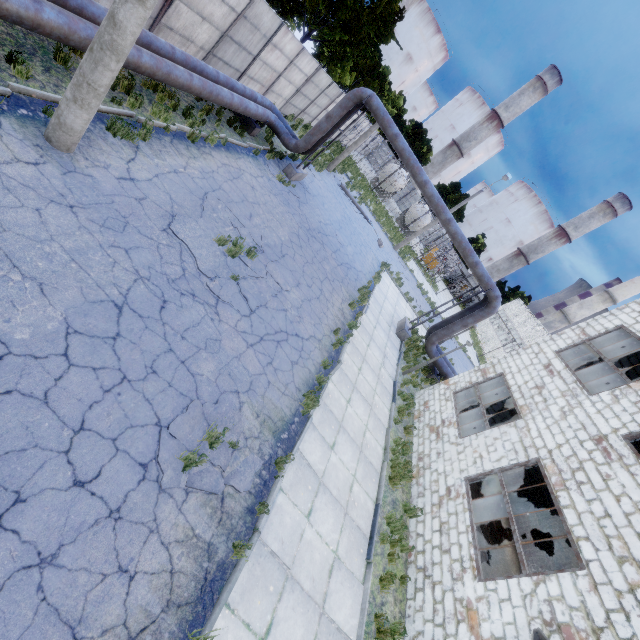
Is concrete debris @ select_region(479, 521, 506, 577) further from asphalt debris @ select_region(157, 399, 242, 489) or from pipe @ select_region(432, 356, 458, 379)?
asphalt debris @ select_region(157, 399, 242, 489)

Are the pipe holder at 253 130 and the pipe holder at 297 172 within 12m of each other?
yes

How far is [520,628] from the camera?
6.0m

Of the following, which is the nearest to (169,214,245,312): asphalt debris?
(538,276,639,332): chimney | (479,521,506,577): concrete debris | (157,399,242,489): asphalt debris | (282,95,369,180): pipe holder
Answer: (157,399,242,489): asphalt debris

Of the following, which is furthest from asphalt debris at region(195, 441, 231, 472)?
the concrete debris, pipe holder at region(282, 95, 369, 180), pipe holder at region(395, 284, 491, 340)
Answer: pipe holder at region(282, 95, 369, 180)

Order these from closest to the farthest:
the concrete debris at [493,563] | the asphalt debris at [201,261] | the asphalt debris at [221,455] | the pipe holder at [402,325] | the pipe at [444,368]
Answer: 1. the asphalt debris at [221,455]
2. the asphalt debris at [201,261]
3. the concrete debris at [493,563]
4. the pipe holder at [402,325]
5. the pipe at [444,368]

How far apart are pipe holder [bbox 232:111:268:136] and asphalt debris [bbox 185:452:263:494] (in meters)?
13.48

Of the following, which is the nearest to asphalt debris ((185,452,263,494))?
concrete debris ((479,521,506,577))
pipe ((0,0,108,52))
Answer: pipe ((0,0,108,52))
